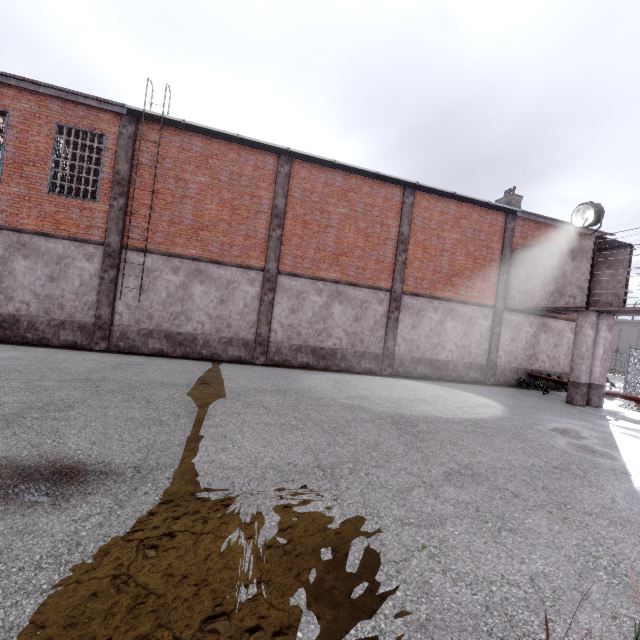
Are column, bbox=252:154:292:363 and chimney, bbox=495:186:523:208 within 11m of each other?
no

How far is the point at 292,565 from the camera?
2.9 meters

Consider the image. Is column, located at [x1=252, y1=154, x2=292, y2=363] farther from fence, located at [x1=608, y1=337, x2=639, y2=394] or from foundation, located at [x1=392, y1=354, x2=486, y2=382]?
fence, located at [x1=608, y1=337, x2=639, y2=394]

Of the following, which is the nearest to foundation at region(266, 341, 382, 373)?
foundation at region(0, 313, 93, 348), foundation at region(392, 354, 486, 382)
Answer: foundation at region(392, 354, 486, 382)

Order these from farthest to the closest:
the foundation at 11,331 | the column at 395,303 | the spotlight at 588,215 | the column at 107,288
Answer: the column at 395,303
the spotlight at 588,215
the column at 107,288
the foundation at 11,331

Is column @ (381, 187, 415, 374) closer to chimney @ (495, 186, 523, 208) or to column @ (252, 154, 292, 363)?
column @ (252, 154, 292, 363)

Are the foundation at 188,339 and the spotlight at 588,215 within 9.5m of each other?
no

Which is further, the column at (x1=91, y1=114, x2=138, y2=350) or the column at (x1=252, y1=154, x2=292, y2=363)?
the column at (x1=252, y1=154, x2=292, y2=363)
